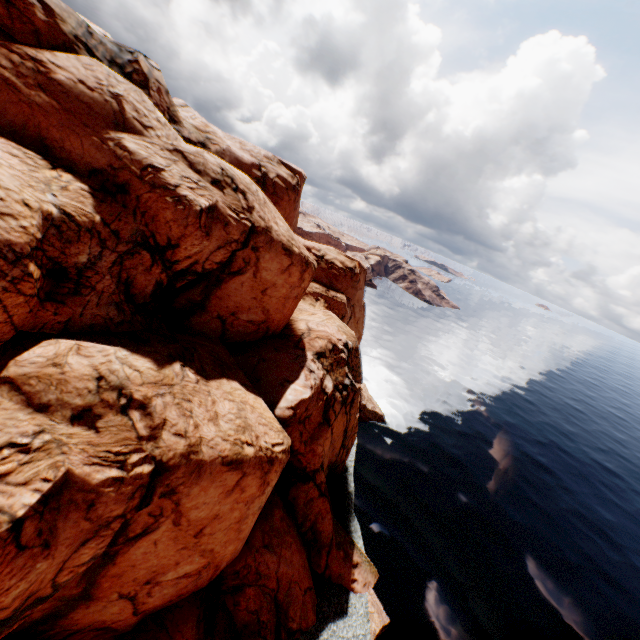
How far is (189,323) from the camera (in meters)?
23.80
